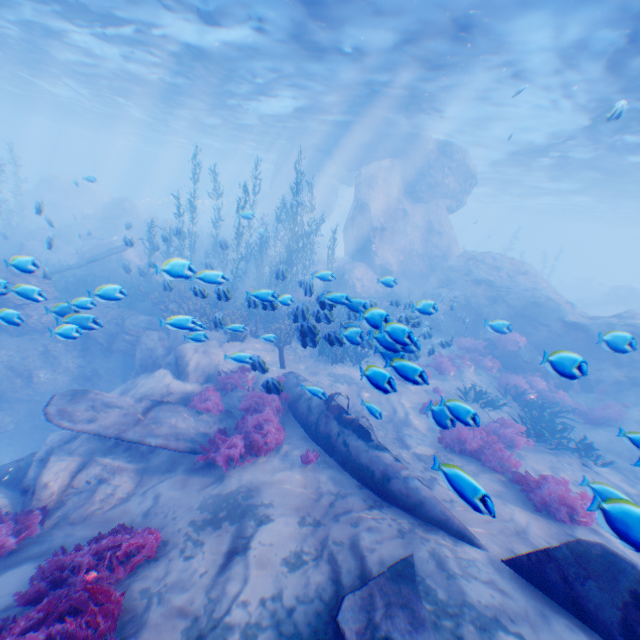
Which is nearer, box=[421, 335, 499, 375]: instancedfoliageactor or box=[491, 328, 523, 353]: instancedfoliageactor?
box=[421, 335, 499, 375]: instancedfoliageactor

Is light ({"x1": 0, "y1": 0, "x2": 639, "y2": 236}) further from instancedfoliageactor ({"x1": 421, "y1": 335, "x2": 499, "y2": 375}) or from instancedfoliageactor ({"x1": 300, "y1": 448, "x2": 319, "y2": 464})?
instancedfoliageactor ({"x1": 421, "y1": 335, "x2": 499, "y2": 375})

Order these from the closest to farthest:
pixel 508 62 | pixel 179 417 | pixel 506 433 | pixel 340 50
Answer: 1. pixel 179 417
2. pixel 506 433
3. pixel 508 62
4. pixel 340 50

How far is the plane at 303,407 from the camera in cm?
553

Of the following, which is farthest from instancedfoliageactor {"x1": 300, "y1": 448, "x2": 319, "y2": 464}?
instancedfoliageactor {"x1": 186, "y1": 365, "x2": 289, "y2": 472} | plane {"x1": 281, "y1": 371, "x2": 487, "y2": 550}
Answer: instancedfoliageactor {"x1": 186, "y1": 365, "x2": 289, "y2": 472}

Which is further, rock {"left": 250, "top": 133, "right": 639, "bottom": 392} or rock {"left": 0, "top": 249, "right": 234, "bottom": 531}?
rock {"left": 250, "top": 133, "right": 639, "bottom": 392}

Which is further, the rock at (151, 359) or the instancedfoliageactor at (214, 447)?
the instancedfoliageactor at (214, 447)
